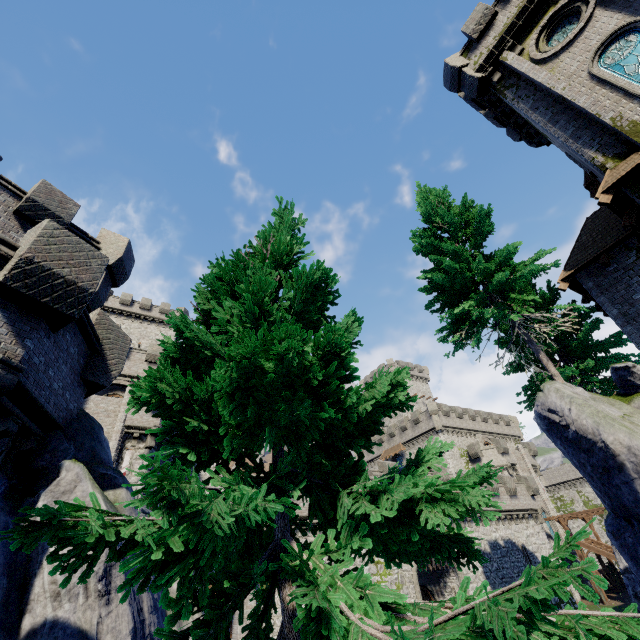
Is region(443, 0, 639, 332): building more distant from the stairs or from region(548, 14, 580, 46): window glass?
the stairs

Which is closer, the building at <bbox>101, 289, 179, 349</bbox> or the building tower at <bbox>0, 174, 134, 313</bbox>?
the building tower at <bbox>0, 174, 134, 313</bbox>

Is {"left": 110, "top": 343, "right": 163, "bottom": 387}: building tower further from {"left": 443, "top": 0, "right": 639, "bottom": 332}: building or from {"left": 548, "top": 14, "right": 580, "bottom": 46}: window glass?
{"left": 548, "top": 14, "right": 580, "bottom": 46}: window glass

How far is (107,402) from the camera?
22.48m

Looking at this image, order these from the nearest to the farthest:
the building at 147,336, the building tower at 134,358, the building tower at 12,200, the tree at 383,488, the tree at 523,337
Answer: the tree at 383,488 → the building tower at 12,200 → the tree at 523,337 → the building tower at 134,358 → the building at 147,336

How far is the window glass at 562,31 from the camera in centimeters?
1374cm

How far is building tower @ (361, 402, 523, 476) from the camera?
45.7 meters

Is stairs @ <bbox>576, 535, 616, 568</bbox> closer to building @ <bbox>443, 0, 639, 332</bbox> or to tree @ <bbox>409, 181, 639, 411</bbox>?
building @ <bbox>443, 0, 639, 332</bbox>
